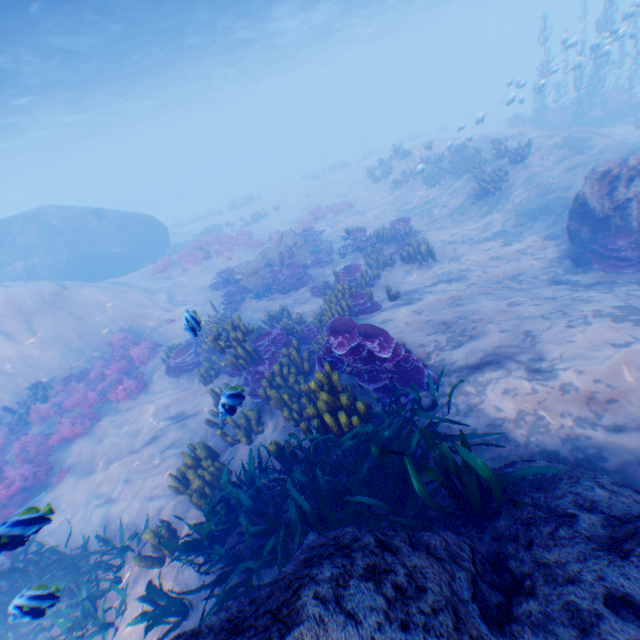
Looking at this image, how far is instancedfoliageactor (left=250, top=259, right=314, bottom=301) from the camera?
13.8m

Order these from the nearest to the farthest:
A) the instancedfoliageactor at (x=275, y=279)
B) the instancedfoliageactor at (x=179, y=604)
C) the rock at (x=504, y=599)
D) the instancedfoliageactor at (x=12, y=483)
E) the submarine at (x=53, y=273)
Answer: the rock at (x=504, y=599)
the instancedfoliageactor at (x=179, y=604)
the instancedfoliageactor at (x=12, y=483)
the instancedfoliageactor at (x=275, y=279)
the submarine at (x=53, y=273)

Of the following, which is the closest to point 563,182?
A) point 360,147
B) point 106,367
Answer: point 106,367

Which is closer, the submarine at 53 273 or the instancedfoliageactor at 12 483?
the instancedfoliageactor at 12 483

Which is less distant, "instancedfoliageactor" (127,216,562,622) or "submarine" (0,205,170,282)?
"instancedfoliageactor" (127,216,562,622)

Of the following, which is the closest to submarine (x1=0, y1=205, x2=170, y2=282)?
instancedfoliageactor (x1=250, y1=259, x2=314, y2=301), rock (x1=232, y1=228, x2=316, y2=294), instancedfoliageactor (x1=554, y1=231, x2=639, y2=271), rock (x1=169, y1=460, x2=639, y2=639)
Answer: rock (x1=169, y1=460, x2=639, y2=639)

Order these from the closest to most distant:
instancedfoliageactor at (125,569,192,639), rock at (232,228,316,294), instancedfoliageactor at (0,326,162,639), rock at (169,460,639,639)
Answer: rock at (169,460,639,639) → instancedfoliageactor at (125,569,192,639) → instancedfoliageactor at (0,326,162,639) → rock at (232,228,316,294)

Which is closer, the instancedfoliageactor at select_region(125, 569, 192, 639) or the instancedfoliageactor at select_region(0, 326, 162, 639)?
the instancedfoliageactor at select_region(125, 569, 192, 639)
